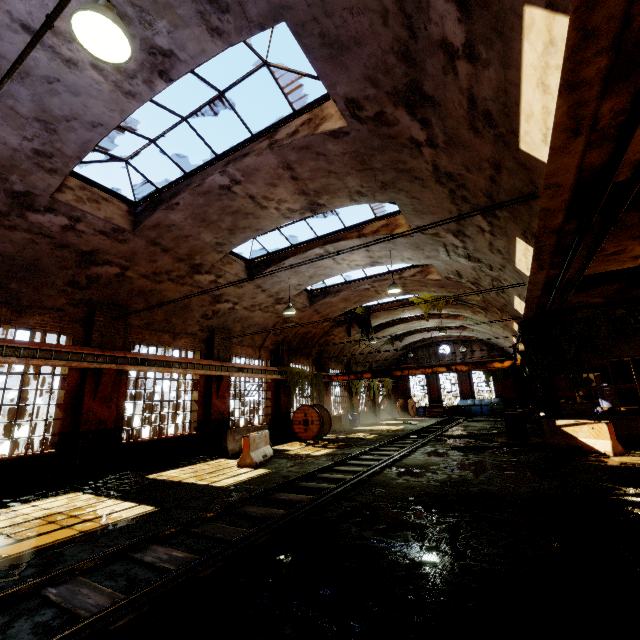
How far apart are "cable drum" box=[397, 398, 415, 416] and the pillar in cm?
2097

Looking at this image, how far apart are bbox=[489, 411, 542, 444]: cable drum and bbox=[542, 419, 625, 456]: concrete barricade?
0.7m

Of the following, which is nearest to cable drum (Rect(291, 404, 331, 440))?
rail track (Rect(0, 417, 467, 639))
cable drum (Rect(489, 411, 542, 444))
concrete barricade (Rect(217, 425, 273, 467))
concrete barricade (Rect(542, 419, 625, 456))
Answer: rail track (Rect(0, 417, 467, 639))

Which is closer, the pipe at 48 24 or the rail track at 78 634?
the pipe at 48 24

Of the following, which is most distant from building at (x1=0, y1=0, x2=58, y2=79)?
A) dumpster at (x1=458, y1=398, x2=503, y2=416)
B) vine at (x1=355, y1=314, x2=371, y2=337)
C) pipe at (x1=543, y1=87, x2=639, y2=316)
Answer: dumpster at (x1=458, y1=398, x2=503, y2=416)

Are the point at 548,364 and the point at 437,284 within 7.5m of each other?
yes

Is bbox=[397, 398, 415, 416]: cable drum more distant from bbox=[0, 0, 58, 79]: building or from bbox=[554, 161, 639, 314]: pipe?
bbox=[554, 161, 639, 314]: pipe

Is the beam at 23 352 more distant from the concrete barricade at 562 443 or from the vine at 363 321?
the concrete barricade at 562 443
